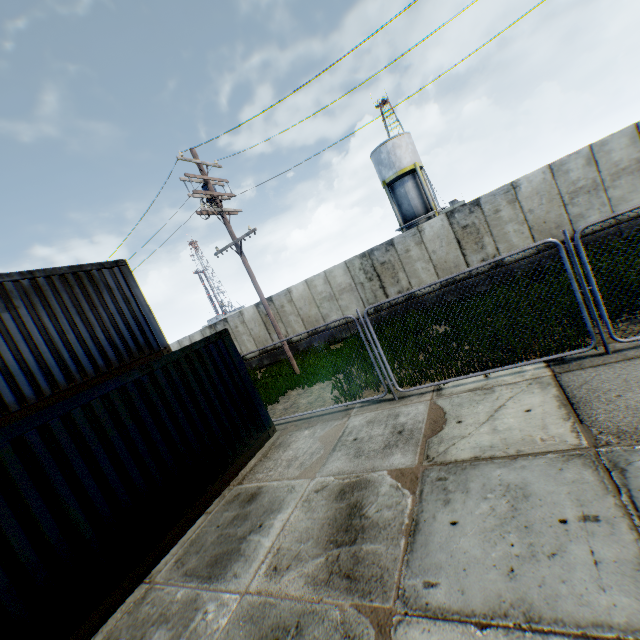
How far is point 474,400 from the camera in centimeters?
574cm

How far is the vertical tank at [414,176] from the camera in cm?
2911

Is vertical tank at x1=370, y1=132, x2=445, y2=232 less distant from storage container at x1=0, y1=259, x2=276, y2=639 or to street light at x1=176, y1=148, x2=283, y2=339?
street light at x1=176, y1=148, x2=283, y2=339

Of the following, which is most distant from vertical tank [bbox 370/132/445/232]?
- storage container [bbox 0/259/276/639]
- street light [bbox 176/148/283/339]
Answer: storage container [bbox 0/259/276/639]

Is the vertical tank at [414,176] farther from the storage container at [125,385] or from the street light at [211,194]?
the storage container at [125,385]
